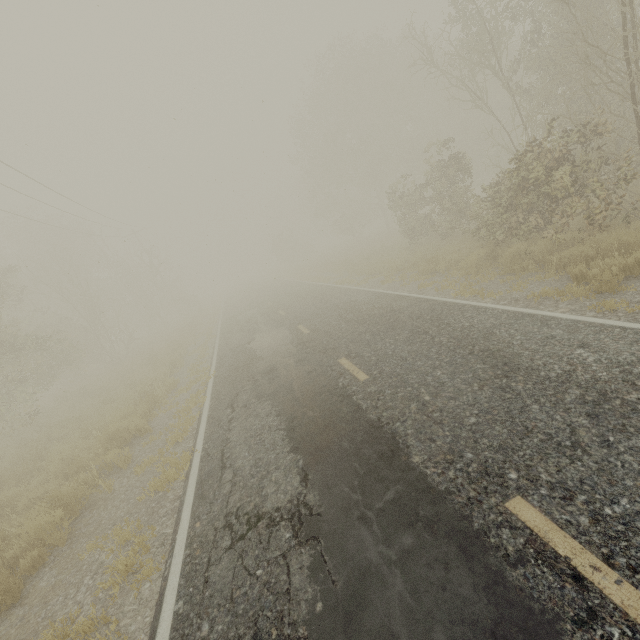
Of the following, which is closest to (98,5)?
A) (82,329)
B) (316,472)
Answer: (316,472)
